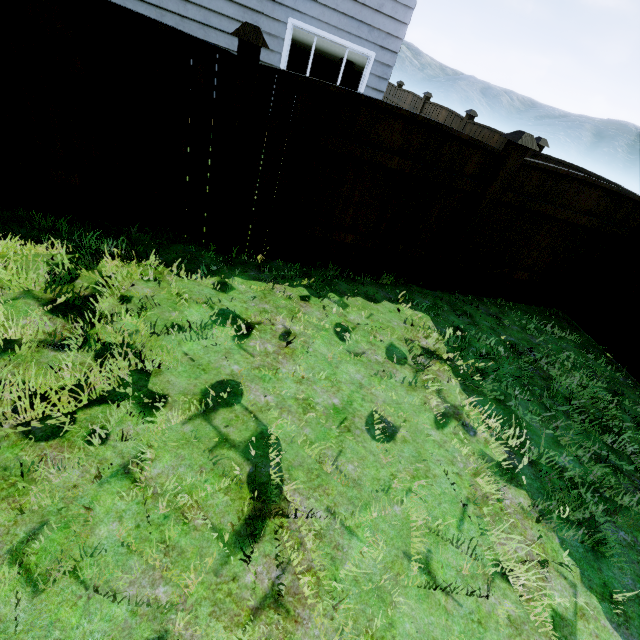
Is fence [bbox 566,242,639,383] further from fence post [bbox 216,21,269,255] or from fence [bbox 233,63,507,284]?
fence post [bbox 216,21,269,255]

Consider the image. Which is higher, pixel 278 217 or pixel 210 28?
pixel 210 28

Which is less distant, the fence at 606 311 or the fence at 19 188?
the fence at 19 188

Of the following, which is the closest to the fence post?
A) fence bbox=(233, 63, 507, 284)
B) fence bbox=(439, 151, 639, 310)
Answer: fence bbox=(233, 63, 507, 284)

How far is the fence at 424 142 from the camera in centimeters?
326cm

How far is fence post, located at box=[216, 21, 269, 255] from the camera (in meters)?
2.75

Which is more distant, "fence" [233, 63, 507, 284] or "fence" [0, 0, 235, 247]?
"fence" [233, 63, 507, 284]
